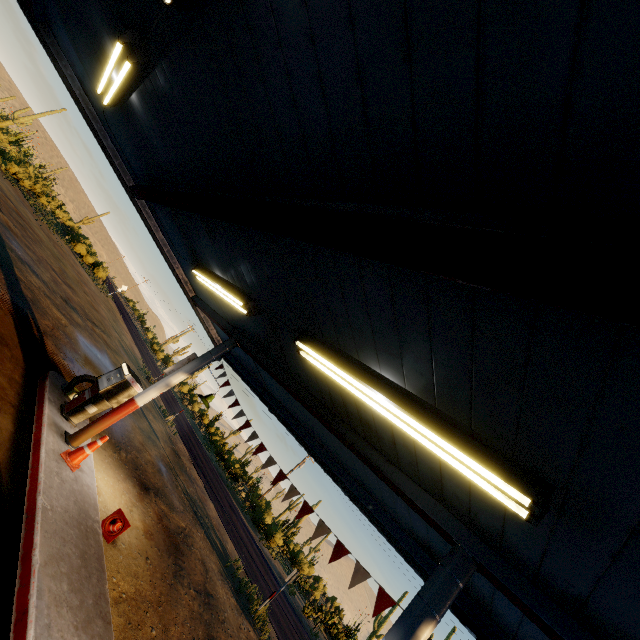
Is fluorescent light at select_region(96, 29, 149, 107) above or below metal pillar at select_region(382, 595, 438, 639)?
above

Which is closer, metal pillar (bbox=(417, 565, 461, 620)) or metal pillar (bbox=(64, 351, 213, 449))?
metal pillar (bbox=(417, 565, 461, 620))

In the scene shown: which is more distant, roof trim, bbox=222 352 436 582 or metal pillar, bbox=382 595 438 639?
roof trim, bbox=222 352 436 582

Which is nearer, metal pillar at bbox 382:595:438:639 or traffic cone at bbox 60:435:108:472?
metal pillar at bbox 382:595:438:639

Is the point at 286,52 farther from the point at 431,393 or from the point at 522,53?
the point at 431,393

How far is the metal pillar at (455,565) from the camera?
3.30m

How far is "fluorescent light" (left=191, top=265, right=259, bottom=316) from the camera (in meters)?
5.59

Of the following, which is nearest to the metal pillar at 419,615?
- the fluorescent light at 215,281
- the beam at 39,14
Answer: the fluorescent light at 215,281
